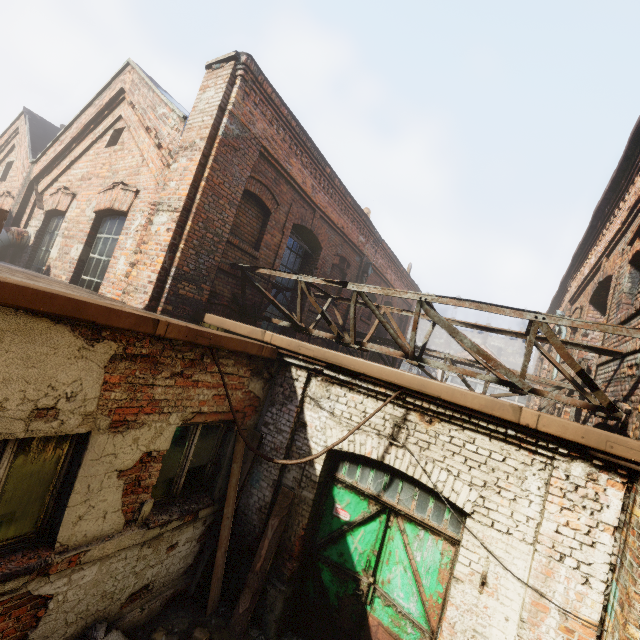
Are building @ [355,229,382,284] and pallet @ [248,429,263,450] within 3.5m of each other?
no

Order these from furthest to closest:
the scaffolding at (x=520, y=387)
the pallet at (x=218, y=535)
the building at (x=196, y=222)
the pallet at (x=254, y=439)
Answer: the building at (x=196, y=222)
the pallet at (x=254, y=439)
the pallet at (x=218, y=535)
the scaffolding at (x=520, y=387)

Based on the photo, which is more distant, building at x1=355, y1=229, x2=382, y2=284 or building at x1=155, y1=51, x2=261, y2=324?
building at x1=355, y1=229, x2=382, y2=284

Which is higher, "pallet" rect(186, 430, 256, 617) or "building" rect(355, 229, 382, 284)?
"building" rect(355, 229, 382, 284)

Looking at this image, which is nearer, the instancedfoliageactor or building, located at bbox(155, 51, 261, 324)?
the instancedfoliageactor

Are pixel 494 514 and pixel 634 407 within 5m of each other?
yes

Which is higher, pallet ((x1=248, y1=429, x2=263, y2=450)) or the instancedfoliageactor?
pallet ((x1=248, y1=429, x2=263, y2=450))

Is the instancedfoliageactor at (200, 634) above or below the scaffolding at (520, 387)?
below
